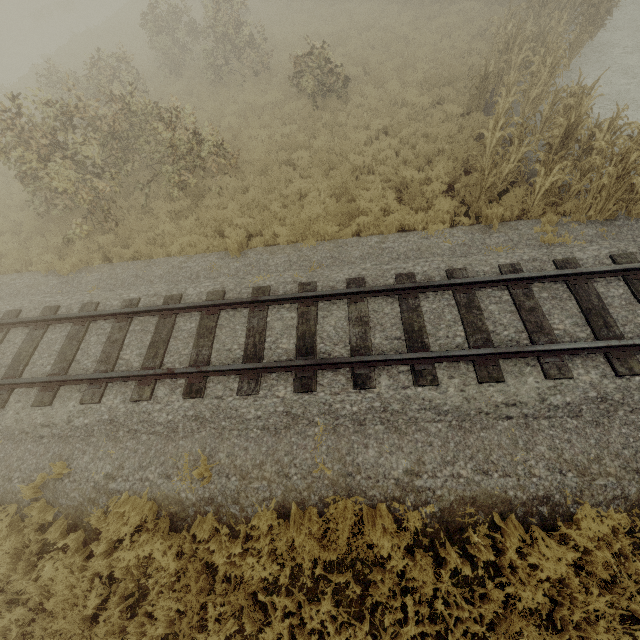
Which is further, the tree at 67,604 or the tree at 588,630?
the tree at 67,604

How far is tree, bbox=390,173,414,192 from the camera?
8.9 meters

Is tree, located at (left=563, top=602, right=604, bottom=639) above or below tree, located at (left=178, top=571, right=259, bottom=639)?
below

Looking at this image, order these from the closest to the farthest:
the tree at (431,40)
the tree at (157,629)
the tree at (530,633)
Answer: the tree at (530,633) → the tree at (157,629) → the tree at (431,40)

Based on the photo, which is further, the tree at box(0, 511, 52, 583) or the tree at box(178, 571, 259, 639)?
the tree at box(0, 511, 52, 583)

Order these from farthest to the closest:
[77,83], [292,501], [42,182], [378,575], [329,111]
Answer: [77,83] → [329,111] → [42,182] → [292,501] → [378,575]

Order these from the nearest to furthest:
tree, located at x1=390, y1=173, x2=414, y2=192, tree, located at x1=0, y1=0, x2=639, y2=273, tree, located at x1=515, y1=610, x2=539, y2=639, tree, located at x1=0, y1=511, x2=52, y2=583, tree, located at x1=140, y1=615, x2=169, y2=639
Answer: tree, located at x1=515, y1=610, x2=539, y2=639 < tree, located at x1=140, y1=615, x2=169, y2=639 < tree, located at x1=0, y1=511, x2=52, y2=583 < tree, located at x1=0, y1=0, x2=639, y2=273 < tree, located at x1=390, y1=173, x2=414, y2=192
